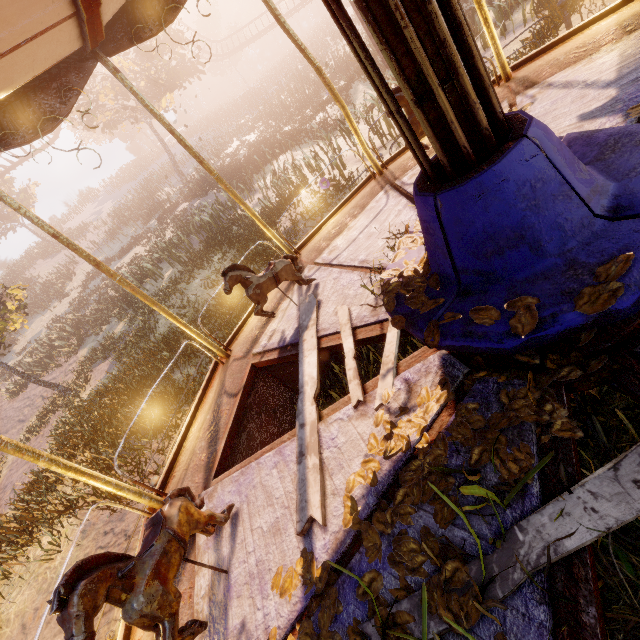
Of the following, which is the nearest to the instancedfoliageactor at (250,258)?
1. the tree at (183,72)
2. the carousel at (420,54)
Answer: the carousel at (420,54)

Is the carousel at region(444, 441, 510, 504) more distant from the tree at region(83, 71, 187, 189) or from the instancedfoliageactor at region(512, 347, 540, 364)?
the tree at region(83, 71, 187, 189)

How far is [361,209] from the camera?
5.0 meters

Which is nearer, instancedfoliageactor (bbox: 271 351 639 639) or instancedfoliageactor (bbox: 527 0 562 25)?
instancedfoliageactor (bbox: 271 351 639 639)

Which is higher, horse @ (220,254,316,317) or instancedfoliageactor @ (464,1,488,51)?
horse @ (220,254,316,317)

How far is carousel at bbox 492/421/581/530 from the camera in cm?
140

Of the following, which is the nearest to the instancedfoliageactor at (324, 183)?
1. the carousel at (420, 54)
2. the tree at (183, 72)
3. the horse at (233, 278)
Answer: the carousel at (420, 54)

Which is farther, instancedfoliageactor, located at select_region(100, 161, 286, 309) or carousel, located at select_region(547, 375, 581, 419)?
instancedfoliageactor, located at select_region(100, 161, 286, 309)
